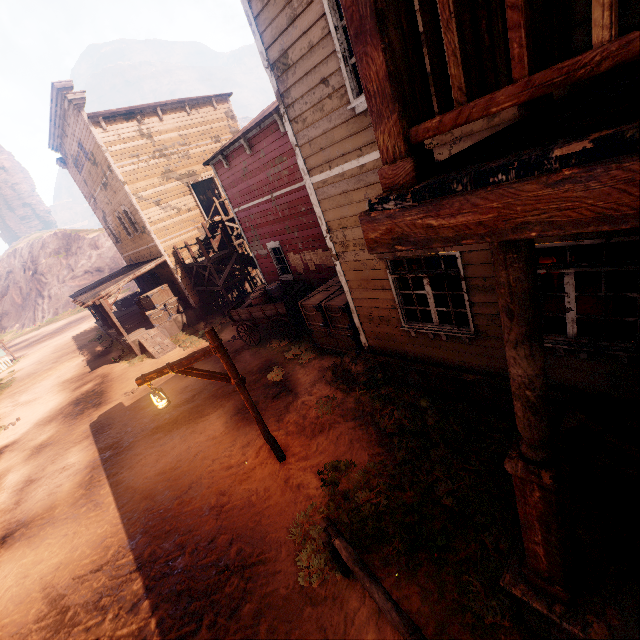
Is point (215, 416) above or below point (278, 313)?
below

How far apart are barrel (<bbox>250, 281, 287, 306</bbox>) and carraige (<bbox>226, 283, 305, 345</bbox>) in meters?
0.0

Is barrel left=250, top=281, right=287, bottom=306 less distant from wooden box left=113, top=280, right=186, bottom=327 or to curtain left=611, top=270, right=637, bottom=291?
wooden box left=113, top=280, right=186, bottom=327

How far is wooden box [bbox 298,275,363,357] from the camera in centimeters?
914cm

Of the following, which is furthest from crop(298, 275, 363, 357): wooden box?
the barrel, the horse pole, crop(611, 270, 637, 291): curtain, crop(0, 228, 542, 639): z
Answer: crop(611, 270, 637, 291): curtain

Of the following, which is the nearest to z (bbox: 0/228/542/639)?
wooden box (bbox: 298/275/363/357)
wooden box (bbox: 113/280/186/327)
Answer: wooden box (bbox: 298/275/363/357)

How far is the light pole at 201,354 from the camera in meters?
5.8

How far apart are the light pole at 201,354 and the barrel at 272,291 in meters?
6.1
